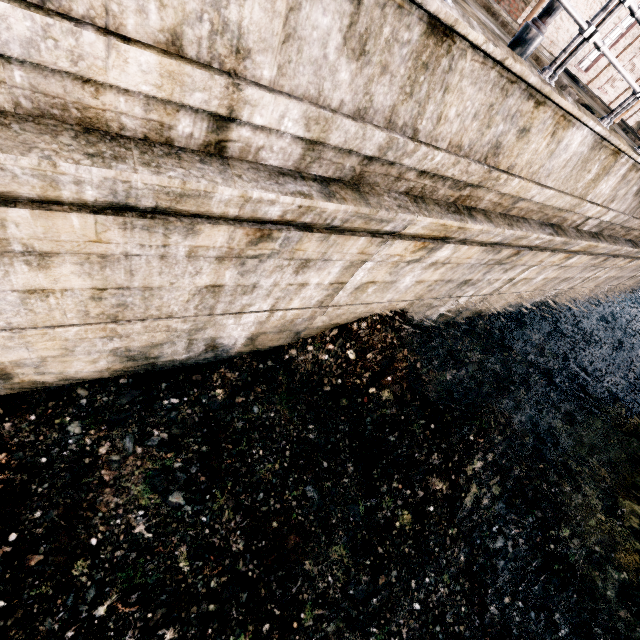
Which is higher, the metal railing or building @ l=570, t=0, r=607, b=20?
building @ l=570, t=0, r=607, b=20

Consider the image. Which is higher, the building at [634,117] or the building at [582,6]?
the building at [582,6]

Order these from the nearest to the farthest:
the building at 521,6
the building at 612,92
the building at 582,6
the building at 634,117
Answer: the building at 521,6 < the building at 582,6 < the building at 612,92 < the building at 634,117

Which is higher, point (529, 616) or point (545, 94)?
point (545, 94)

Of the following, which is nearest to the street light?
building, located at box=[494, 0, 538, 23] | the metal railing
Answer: the metal railing
